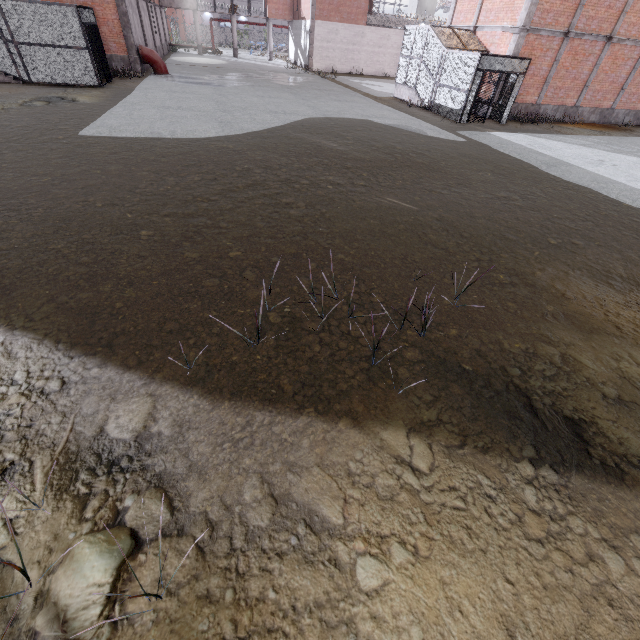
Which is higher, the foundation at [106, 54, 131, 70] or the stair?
the foundation at [106, 54, 131, 70]

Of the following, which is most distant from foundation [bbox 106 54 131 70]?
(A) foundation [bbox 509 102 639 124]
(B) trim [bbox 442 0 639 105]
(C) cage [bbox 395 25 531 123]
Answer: (A) foundation [bbox 509 102 639 124]

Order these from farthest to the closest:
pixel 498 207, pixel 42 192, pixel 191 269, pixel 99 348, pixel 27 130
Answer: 1. pixel 27 130
2. pixel 498 207
3. pixel 42 192
4. pixel 191 269
5. pixel 99 348

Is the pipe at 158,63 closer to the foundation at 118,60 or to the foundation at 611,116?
the foundation at 118,60

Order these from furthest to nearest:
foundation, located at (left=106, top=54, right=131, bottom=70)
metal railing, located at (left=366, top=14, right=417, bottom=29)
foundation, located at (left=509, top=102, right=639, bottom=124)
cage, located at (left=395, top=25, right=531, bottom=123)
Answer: metal railing, located at (left=366, top=14, right=417, bottom=29), foundation, located at (left=106, top=54, right=131, bottom=70), foundation, located at (left=509, top=102, right=639, bottom=124), cage, located at (left=395, top=25, right=531, bottom=123)

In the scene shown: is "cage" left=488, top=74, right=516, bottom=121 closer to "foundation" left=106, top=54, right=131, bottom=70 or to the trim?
the trim

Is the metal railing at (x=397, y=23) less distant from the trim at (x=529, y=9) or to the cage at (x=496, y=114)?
the cage at (x=496, y=114)

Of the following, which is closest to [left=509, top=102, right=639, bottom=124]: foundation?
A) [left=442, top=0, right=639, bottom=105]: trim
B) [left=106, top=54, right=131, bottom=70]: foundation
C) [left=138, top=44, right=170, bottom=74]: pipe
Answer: [left=442, top=0, right=639, bottom=105]: trim
